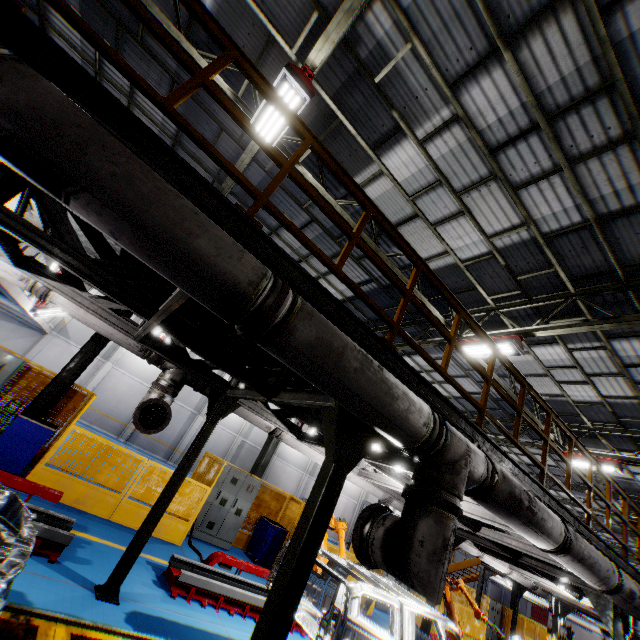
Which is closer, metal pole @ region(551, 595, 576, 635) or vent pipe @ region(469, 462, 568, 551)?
vent pipe @ region(469, 462, 568, 551)

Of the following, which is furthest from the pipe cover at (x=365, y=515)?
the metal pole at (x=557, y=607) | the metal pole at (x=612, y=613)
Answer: the metal pole at (x=557, y=607)

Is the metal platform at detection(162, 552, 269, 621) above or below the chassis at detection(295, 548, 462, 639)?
below

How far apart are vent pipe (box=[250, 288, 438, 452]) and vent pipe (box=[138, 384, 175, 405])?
3.6m

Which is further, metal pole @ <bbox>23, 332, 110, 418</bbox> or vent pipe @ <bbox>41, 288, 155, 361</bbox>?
metal pole @ <bbox>23, 332, 110, 418</bbox>

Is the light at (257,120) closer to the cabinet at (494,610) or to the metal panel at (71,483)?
the metal panel at (71,483)

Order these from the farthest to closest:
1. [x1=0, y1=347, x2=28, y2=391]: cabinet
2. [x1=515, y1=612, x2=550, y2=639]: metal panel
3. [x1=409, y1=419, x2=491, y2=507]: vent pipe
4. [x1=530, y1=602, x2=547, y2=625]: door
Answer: [x1=530, y1=602, x2=547, y2=625]: door
[x1=515, y1=612, x2=550, y2=639]: metal panel
[x1=0, y1=347, x2=28, y2=391]: cabinet
[x1=409, y1=419, x2=491, y2=507]: vent pipe

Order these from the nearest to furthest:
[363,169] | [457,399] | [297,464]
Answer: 1. [363,169]
2. [457,399]
3. [297,464]
